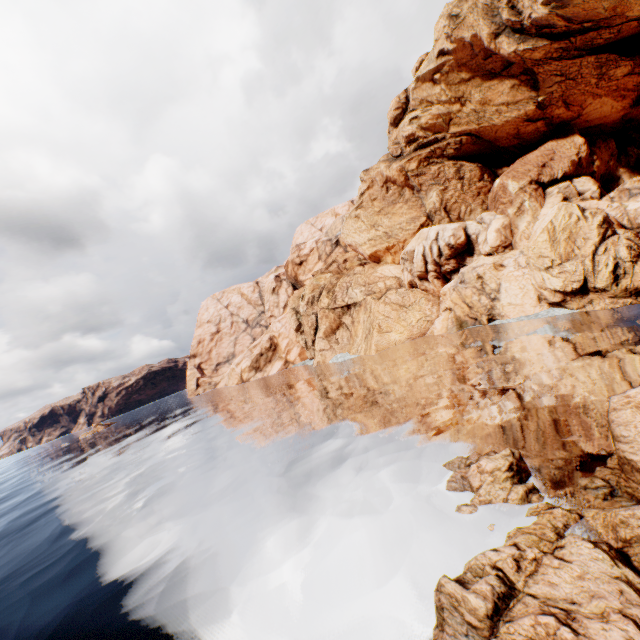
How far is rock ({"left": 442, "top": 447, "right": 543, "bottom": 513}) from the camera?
8.7m

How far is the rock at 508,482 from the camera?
8.7m

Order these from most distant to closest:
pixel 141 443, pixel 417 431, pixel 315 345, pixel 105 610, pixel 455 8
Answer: pixel 315 345, pixel 141 443, pixel 455 8, pixel 417 431, pixel 105 610

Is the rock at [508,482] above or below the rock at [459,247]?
below

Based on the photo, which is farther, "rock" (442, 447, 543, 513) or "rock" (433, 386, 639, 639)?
"rock" (442, 447, 543, 513)

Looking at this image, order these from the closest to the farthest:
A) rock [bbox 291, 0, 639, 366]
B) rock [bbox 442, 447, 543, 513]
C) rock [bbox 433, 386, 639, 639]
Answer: rock [bbox 433, 386, 639, 639] < rock [bbox 442, 447, 543, 513] < rock [bbox 291, 0, 639, 366]
